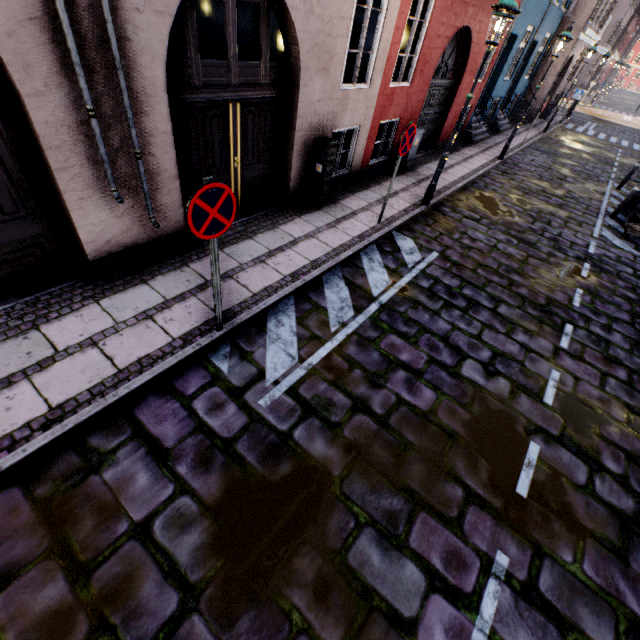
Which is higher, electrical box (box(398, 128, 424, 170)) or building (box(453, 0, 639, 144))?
building (box(453, 0, 639, 144))

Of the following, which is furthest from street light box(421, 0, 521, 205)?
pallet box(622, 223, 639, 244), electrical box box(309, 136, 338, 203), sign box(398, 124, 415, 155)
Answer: pallet box(622, 223, 639, 244)

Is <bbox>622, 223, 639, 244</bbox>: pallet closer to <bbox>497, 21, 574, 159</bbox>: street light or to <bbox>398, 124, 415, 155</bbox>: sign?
<bbox>497, 21, 574, 159</bbox>: street light

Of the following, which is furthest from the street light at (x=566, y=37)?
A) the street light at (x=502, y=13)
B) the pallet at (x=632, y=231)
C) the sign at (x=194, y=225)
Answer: the sign at (x=194, y=225)

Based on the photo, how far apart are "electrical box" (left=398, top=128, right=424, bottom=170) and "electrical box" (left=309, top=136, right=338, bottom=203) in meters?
3.8 m

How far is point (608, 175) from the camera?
14.1m

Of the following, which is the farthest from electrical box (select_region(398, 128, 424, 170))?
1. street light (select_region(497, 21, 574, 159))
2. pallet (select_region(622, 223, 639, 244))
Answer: pallet (select_region(622, 223, 639, 244))

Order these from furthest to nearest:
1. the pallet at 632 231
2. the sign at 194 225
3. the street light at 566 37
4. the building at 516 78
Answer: the building at 516 78 < the street light at 566 37 < the pallet at 632 231 < the sign at 194 225
